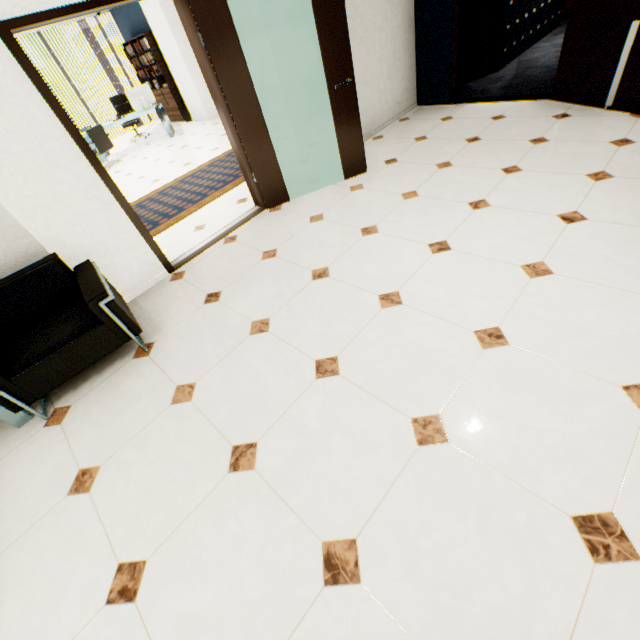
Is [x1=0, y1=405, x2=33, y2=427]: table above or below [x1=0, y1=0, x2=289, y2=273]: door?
below

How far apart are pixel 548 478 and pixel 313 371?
1.35m

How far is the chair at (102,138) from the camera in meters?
7.8

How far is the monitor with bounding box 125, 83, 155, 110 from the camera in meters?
8.3

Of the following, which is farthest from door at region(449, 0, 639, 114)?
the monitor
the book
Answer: the book

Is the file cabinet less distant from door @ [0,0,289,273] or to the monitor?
door @ [0,0,289,273]

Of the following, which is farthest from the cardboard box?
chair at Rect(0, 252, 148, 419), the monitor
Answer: the monitor

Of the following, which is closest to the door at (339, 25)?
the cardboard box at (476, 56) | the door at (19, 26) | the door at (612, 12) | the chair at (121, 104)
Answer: the door at (19, 26)
